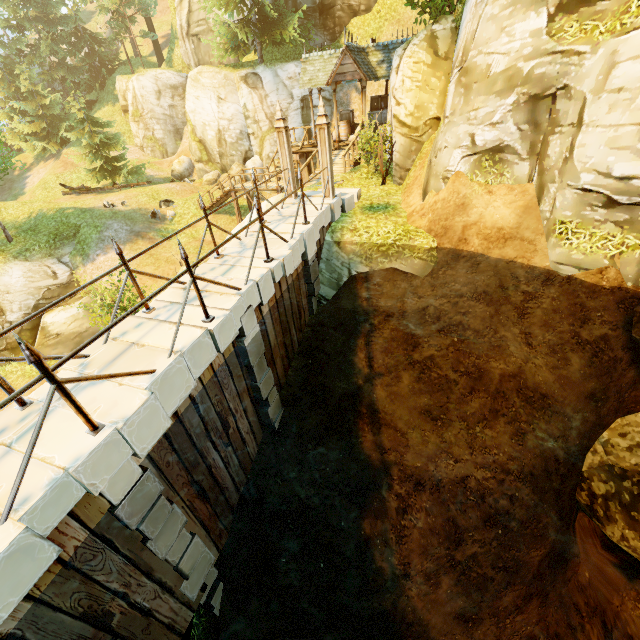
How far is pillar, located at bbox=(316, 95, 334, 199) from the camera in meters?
9.0 m

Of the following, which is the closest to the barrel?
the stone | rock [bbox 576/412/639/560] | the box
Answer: the box

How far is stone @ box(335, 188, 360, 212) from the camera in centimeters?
1114cm

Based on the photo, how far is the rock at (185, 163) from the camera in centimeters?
2789cm

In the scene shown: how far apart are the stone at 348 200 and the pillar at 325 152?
0.58m

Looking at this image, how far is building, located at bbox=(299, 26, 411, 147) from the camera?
15.7m

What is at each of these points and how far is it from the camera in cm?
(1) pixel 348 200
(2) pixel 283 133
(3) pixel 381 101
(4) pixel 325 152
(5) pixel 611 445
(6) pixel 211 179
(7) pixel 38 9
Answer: (1) stone, 1119
(2) pillar, 959
(3) box, 1980
(4) pillar, 951
(5) rock, 753
(6) rock, 2598
(7) tree, 3069

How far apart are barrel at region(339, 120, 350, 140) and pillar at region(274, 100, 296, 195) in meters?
11.8
